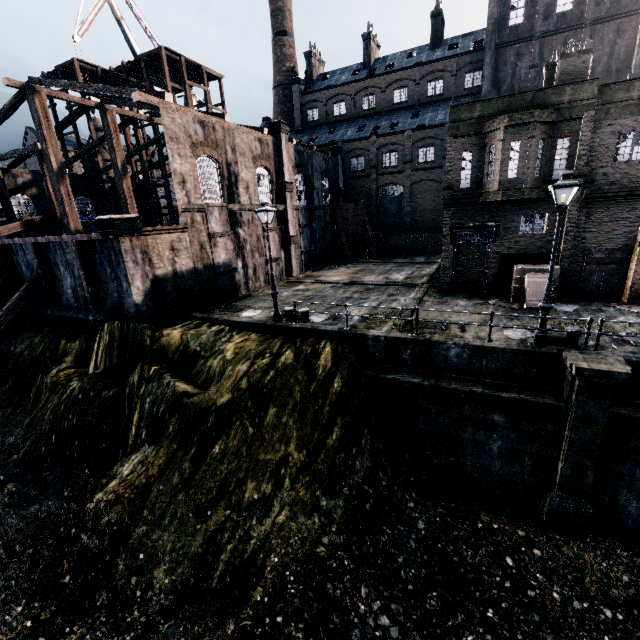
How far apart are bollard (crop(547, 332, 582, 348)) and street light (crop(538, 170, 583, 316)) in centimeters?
83cm

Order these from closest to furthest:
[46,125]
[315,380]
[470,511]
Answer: [470,511] < [315,380] < [46,125]

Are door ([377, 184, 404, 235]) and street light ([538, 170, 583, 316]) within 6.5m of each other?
no

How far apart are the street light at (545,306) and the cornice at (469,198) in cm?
787

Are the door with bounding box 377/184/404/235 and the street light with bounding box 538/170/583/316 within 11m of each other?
no

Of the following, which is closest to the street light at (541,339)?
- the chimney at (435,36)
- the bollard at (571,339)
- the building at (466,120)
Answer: the bollard at (571,339)

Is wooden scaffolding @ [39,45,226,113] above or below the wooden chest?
above

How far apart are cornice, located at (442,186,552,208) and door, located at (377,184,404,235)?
24.93m
